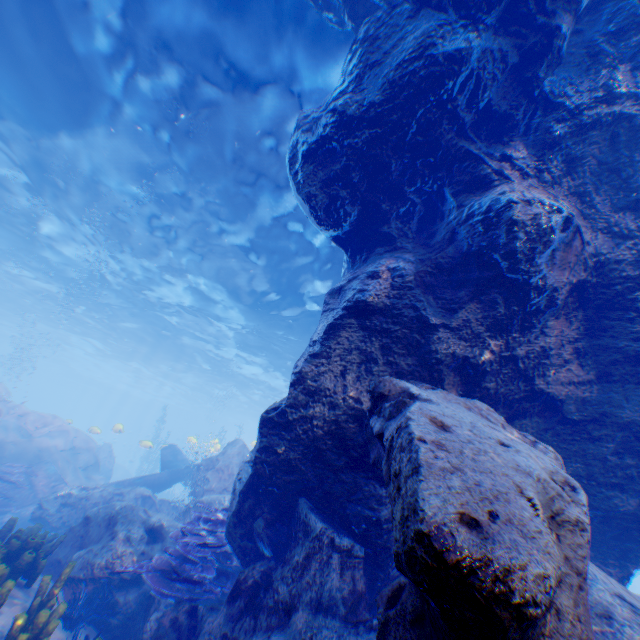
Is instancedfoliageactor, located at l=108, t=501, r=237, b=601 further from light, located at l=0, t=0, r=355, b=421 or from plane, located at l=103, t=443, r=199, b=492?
light, located at l=0, t=0, r=355, b=421

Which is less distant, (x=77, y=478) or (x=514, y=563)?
(x=514, y=563)

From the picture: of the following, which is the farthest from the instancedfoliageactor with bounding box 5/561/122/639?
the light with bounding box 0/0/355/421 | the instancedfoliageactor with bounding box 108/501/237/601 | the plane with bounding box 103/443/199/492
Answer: the light with bounding box 0/0/355/421

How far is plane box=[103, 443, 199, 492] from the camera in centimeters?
1387cm

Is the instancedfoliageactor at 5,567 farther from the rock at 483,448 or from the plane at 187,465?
the plane at 187,465

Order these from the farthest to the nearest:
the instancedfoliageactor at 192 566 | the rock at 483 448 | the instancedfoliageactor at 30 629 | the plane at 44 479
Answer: the plane at 44 479
the instancedfoliageactor at 192 566
the instancedfoliageactor at 30 629
the rock at 483 448

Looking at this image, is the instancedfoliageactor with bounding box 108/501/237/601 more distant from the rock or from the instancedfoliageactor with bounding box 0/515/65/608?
the instancedfoliageactor with bounding box 0/515/65/608

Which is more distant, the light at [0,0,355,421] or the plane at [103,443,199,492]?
the plane at [103,443,199,492]
